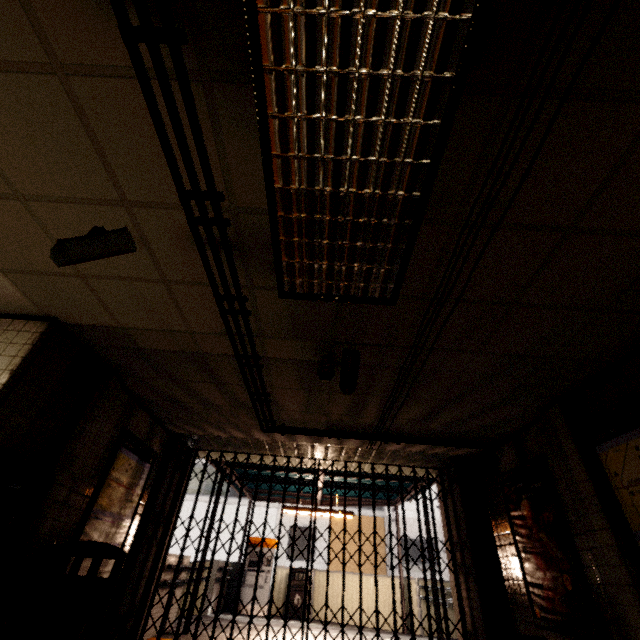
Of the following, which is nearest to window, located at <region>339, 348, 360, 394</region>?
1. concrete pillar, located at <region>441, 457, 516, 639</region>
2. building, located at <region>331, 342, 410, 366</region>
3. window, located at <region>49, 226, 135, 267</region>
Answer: building, located at <region>331, 342, 410, 366</region>

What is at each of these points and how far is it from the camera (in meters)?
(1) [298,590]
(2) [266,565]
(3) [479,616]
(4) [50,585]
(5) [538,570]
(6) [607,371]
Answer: (1) trash can, 9.70
(2) ticket machine, 10.11
(3) concrete pillar, 4.80
(4) trash can, 3.15
(5) sign, 4.16
(6) building, 3.37

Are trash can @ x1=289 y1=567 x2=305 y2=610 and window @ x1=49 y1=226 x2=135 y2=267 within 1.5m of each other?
no

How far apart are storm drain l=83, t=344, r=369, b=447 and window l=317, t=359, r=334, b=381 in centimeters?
4cm

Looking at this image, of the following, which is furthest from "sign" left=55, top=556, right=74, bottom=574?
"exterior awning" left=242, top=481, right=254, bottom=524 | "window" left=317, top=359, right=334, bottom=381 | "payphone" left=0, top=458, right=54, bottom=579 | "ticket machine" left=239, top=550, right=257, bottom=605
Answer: "ticket machine" left=239, top=550, right=257, bottom=605

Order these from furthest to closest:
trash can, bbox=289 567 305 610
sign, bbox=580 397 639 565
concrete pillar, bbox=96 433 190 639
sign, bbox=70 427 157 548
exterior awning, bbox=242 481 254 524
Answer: exterior awning, bbox=242 481 254 524, trash can, bbox=289 567 305 610, concrete pillar, bbox=96 433 190 639, sign, bbox=70 427 157 548, sign, bbox=580 397 639 565

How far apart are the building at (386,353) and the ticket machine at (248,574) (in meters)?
9.69

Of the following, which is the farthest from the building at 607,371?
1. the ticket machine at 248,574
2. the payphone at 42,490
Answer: the ticket machine at 248,574
